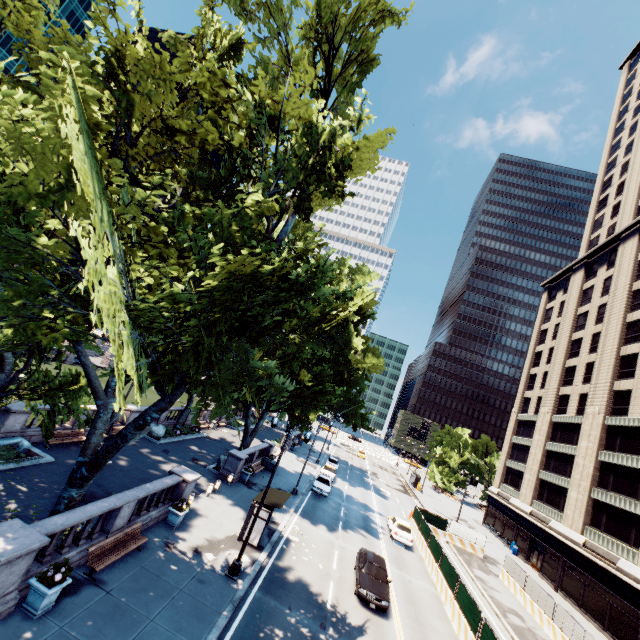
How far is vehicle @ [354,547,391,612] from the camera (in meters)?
16.88

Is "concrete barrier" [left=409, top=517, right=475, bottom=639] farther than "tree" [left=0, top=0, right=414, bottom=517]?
Yes

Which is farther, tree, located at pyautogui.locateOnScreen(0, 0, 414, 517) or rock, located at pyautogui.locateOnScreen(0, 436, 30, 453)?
rock, located at pyautogui.locateOnScreen(0, 436, 30, 453)

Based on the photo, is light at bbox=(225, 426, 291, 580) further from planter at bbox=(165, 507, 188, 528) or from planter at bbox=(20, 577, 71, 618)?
planter at bbox=(20, 577, 71, 618)

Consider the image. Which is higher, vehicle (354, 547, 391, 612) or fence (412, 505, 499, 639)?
fence (412, 505, 499, 639)

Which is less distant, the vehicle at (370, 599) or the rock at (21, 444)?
the vehicle at (370, 599)

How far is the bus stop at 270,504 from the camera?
18.0m

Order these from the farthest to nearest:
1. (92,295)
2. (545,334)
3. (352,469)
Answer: (545,334)
(352,469)
(92,295)
